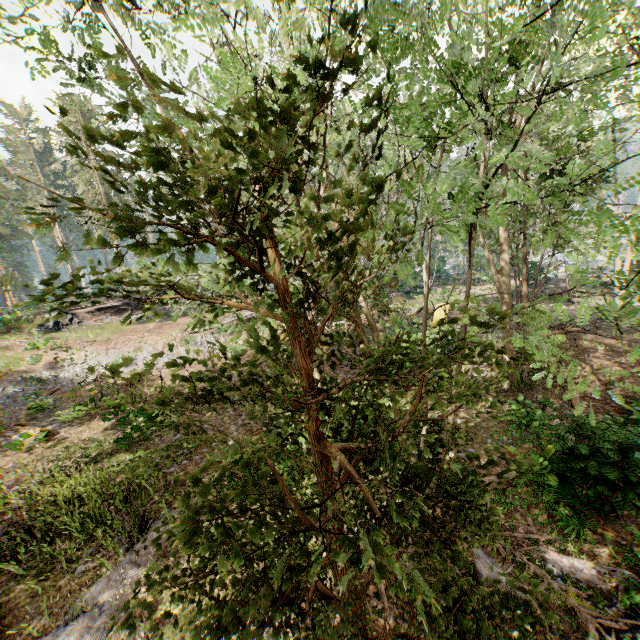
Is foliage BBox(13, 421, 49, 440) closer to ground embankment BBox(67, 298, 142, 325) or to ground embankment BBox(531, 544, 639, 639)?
ground embankment BBox(531, 544, 639, 639)

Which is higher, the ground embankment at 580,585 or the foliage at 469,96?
the foliage at 469,96

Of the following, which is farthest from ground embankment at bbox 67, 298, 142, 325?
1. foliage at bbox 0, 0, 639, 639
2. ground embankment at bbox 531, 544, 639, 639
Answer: ground embankment at bbox 531, 544, 639, 639

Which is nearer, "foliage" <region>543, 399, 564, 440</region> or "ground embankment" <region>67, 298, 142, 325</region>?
"foliage" <region>543, 399, 564, 440</region>

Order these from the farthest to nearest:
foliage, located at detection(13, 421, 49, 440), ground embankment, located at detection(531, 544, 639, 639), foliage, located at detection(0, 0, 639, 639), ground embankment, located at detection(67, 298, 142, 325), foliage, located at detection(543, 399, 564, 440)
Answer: ground embankment, located at detection(67, 298, 142, 325) < foliage, located at detection(13, 421, 49, 440) < foliage, located at detection(543, 399, 564, 440) < ground embankment, located at detection(531, 544, 639, 639) < foliage, located at detection(0, 0, 639, 639)

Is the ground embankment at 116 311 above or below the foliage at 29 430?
above

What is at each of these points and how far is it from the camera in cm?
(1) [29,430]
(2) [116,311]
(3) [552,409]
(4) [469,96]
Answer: (1) foliage, 1292
(2) ground embankment, 2959
(3) foliage, 1106
(4) foliage, 276
